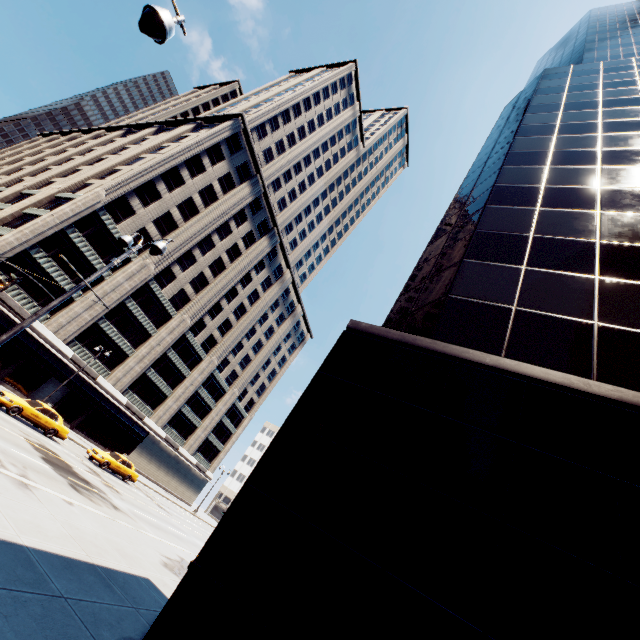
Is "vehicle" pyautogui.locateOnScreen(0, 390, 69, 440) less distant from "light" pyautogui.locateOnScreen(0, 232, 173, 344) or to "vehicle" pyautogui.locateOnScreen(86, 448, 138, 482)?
"vehicle" pyautogui.locateOnScreen(86, 448, 138, 482)

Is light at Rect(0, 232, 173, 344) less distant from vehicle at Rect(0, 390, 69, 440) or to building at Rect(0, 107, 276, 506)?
vehicle at Rect(0, 390, 69, 440)

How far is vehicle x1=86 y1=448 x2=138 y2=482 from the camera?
25.5 meters

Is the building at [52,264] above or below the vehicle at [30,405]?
above

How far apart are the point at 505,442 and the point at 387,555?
3.3 meters

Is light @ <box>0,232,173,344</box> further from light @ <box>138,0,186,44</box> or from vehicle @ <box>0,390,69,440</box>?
vehicle @ <box>0,390,69,440</box>

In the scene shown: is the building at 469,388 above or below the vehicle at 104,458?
above

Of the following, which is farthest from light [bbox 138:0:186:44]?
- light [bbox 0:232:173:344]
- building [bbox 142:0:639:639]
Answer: building [bbox 142:0:639:639]
